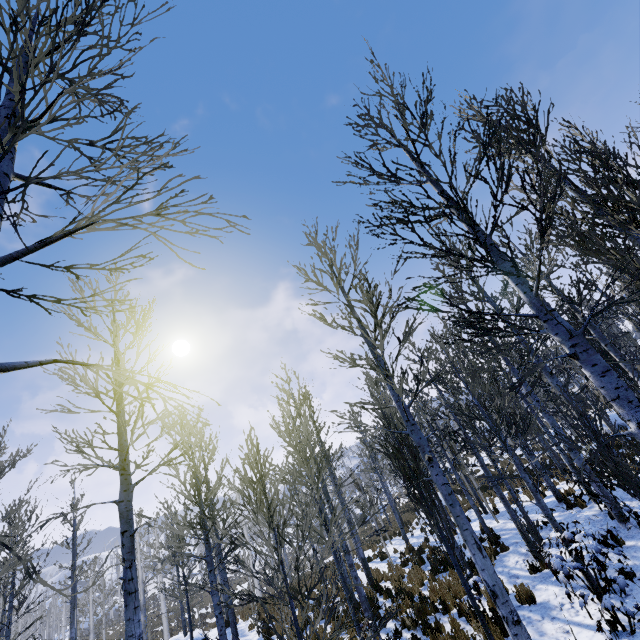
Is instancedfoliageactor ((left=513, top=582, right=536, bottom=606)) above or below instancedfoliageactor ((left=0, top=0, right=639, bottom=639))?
below

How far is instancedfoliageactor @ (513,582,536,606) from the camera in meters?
7.5

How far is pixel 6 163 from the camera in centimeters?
212cm

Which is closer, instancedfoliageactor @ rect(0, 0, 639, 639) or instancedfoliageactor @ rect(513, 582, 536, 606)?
instancedfoliageactor @ rect(0, 0, 639, 639)

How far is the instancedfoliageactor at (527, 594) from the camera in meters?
7.5

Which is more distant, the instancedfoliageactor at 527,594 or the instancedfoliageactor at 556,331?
the instancedfoliageactor at 527,594
